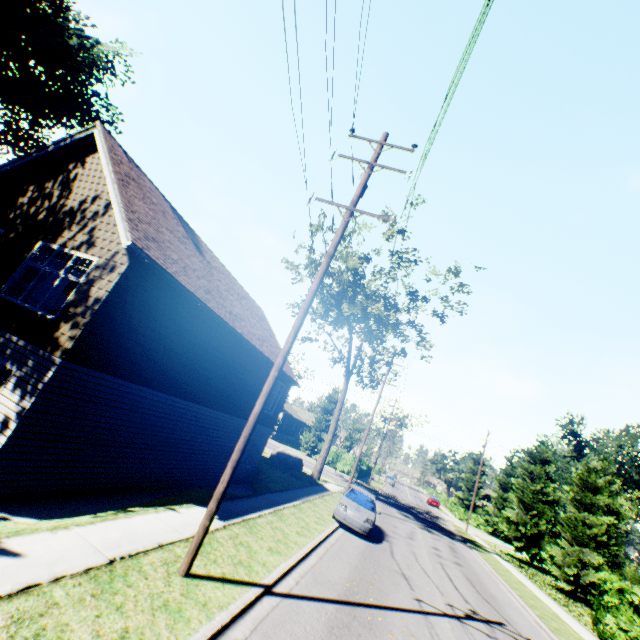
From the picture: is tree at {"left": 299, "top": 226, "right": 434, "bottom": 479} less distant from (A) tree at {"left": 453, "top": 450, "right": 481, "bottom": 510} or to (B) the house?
(A) tree at {"left": 453, "top": 450, "right": 481, "bottom": 510}

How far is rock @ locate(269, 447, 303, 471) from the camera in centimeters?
2649cm

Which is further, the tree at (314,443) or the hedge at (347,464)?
the hedge at (347,464)

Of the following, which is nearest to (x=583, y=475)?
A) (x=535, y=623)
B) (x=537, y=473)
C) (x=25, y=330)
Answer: (x=537, y=473)

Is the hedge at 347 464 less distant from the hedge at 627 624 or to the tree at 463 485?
the tree at 463 485

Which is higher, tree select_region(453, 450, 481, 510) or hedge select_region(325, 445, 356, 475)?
tree select_region(453, 450, 481, 510)

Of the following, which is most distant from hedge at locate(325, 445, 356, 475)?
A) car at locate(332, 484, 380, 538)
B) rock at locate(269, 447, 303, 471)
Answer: car at locate(332, 484, 380, 538)

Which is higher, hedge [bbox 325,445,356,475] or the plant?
the plant
